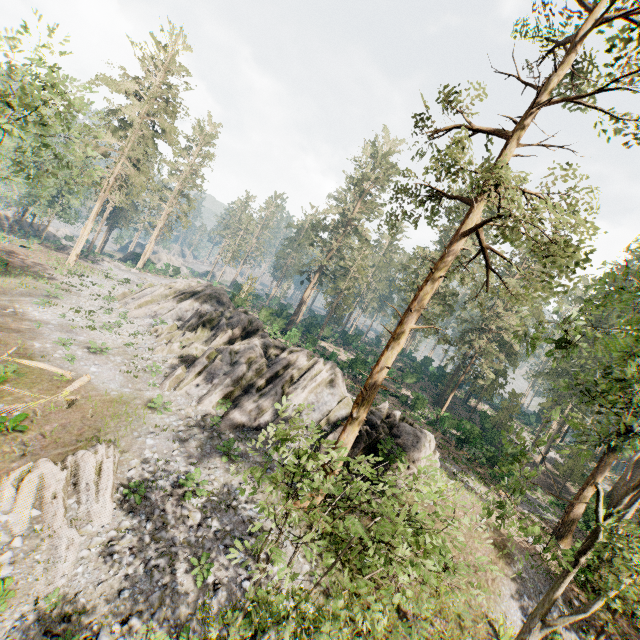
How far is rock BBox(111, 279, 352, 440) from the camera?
21.45m

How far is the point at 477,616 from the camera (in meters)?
14.11

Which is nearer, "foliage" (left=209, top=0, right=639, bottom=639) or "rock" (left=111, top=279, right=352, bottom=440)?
"foliage" (left=209, top=0, right=639, bottom=639)

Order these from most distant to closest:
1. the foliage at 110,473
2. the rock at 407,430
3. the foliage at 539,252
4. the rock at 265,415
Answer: the rock at 265,415 < the rock at 407,430 < the foliage at 110,473 < the foliage at 539,252

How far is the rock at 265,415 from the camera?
21.5 meters

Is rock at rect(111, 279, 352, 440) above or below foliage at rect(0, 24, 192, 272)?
below
